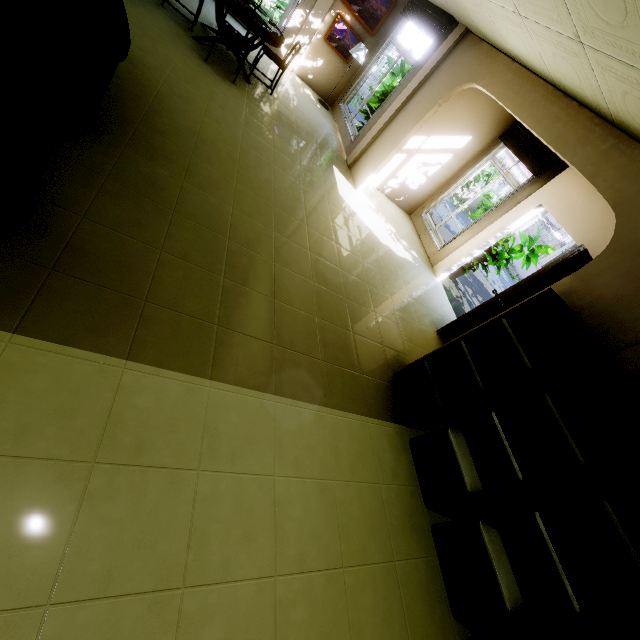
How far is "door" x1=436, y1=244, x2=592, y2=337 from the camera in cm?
403

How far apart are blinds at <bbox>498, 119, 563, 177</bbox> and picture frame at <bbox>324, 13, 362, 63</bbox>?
4.1m

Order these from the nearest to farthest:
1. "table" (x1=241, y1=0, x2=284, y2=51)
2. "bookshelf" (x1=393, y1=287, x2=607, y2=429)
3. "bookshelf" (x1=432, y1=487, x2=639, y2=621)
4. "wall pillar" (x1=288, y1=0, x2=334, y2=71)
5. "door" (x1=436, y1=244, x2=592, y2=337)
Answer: "bookshelf" (x1=432, y1=487, x2=639, y2=621) → "bookshelf" (x1=393, y1=287, x2=607, y2=429) → "door" (x1=436, y1=244, x2=592, y2=337) → "table" (x1=241, y1=0, x2=284, y2=51) → "wall pillar" (x1=288, y1=0, x2=334, y2=71)

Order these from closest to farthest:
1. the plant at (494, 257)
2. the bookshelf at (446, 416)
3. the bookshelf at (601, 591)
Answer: the bookshelf at (601, 591) < the bookshelf at (446, 416) < the plant at (494, 257)

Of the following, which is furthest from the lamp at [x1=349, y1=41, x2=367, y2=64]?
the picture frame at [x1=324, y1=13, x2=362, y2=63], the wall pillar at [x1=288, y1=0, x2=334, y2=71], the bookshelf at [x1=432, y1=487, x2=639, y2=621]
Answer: the bookshelf at [x1=432, y1=487, x2=639, y2=621]

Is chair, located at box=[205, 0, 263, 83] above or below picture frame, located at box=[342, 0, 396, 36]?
below

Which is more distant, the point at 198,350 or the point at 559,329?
the point at 559,329

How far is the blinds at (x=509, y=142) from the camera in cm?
548
